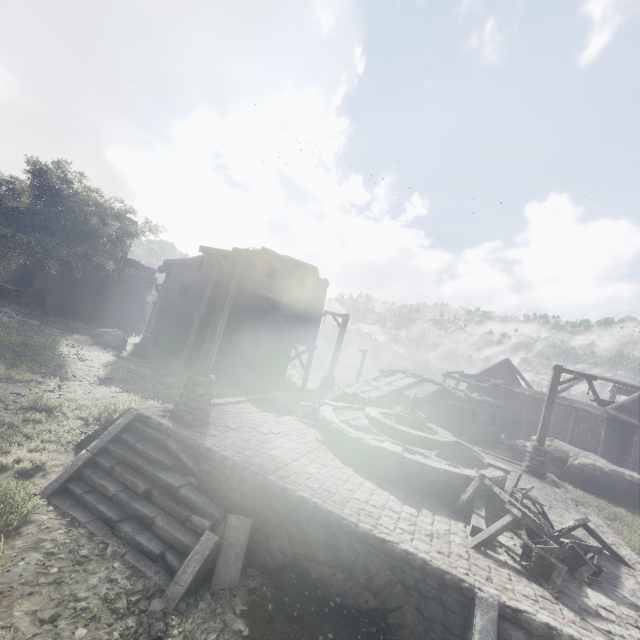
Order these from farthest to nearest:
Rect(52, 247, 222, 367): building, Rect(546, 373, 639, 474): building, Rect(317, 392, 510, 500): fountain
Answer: Rect(546, 373, 639, 474): building < Rect(52, 247, 222, 367): building < Rect(317, 392, 510, 500): fountain

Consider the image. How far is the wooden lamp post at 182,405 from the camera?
8.2 meters

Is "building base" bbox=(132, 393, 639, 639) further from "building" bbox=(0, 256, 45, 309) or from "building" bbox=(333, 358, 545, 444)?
"building" bbox=(333, 358, 545, 444)

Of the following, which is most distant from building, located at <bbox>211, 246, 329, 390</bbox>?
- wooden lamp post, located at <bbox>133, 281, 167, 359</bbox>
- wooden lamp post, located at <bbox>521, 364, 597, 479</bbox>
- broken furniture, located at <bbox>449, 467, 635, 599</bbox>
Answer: wooden lamp post, located at <bbox>521, 364, 597, 479</bbox>

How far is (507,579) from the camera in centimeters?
546cm

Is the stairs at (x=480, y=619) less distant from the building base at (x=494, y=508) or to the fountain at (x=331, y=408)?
the building base at (x=494, y=508)

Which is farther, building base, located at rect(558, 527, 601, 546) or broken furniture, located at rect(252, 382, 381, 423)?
broken furniture, located at rect(252, 382, 381, 423)

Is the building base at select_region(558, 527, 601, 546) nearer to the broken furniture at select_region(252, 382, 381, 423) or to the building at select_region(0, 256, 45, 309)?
the broken furniture at select_region(252, 382, 381, 423)
